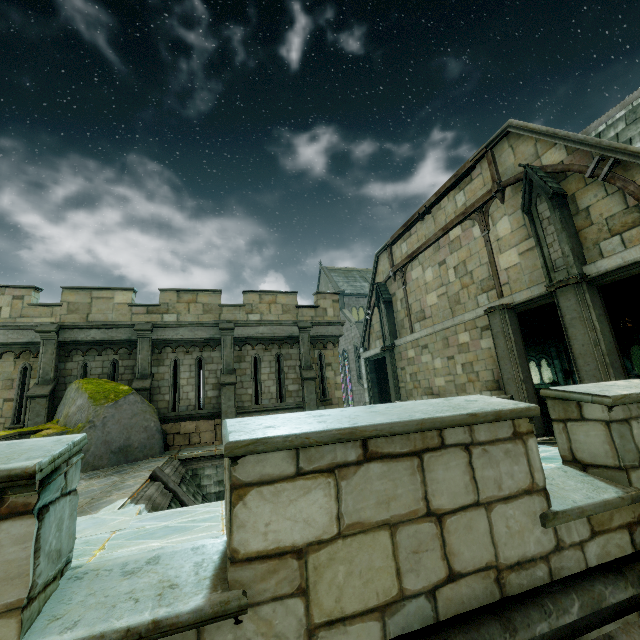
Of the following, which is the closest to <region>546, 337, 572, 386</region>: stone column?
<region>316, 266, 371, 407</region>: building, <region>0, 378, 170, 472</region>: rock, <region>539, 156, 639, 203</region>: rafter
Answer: <region>316, 266, 371, 407</region>: building

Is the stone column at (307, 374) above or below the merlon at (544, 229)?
below

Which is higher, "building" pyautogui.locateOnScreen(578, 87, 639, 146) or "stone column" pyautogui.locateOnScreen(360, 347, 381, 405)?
"building" pyautogui.locateOnScreen(578, 87, 639, 146)

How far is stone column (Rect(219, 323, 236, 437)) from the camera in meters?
13.0

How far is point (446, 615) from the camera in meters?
2.1

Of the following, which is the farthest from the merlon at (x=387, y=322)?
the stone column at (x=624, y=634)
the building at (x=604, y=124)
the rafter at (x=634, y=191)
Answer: the stone column at (x=624, y=634)

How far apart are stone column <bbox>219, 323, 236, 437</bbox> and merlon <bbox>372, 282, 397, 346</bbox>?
8.8 meters

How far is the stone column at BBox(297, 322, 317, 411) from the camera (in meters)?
14.13
